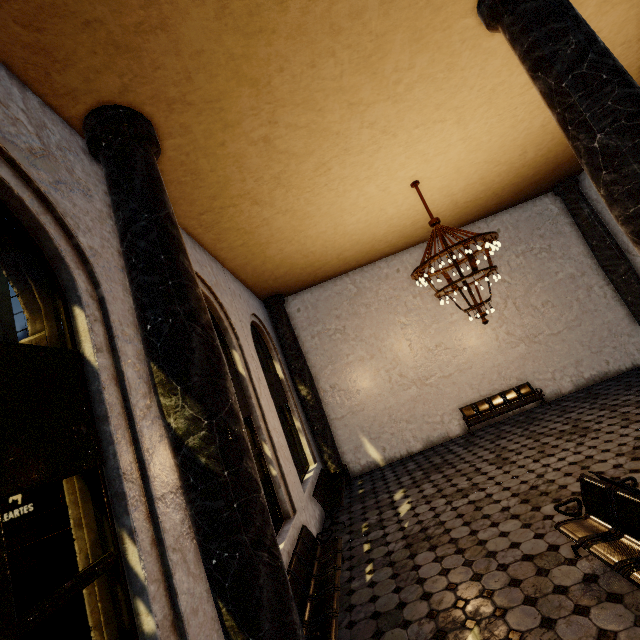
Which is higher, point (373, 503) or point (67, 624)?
point (67, 624)

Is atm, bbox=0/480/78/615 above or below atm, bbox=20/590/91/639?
above

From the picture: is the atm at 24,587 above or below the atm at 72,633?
above
